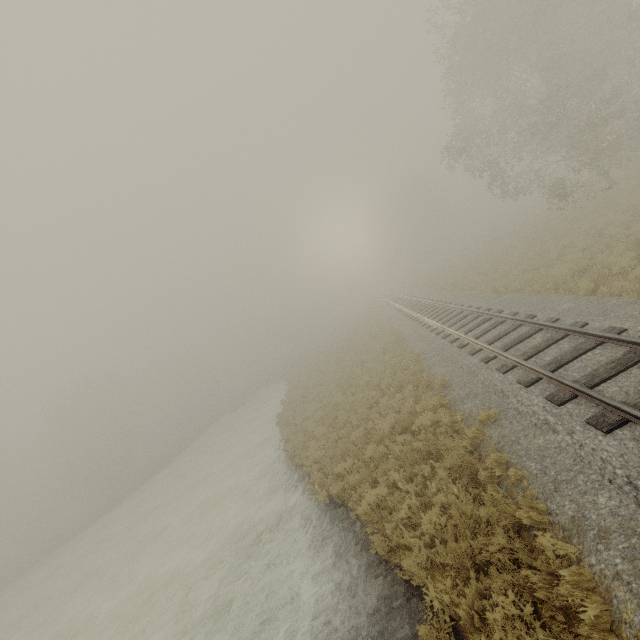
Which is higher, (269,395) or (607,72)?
(607,72)
